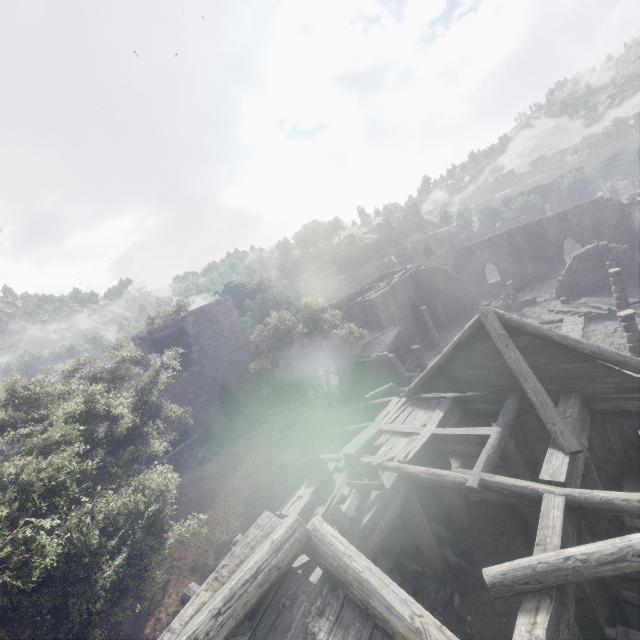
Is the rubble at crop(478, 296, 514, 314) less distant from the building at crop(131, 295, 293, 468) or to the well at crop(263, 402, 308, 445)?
the building at crop(131, 295, 293, 468)

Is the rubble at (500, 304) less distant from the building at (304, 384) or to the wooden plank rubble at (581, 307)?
the building at (304, 384)

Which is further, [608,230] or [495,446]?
[608,230]

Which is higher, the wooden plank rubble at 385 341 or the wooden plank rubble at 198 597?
the wooden plank rubble at 198 597

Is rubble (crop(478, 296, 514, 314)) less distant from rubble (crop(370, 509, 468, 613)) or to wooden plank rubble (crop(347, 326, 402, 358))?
wooden plank rubble (crop(347, 326, 402, 358))

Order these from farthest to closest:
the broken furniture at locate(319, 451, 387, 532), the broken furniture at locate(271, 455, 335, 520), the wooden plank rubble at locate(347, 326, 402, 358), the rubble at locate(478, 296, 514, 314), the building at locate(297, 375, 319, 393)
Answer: the rubble at locate(478, 296, 514, 314)
the building at locate(297, 375, 319, 393)
the wooden plank rubble at locate(347, 326, 402, 358)
the broken furniture at locate(271, 455, 335, 520)
the broken furniture at locate(319, 451, 387, 532)

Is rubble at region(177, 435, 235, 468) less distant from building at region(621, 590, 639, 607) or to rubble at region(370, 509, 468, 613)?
building at region(621, 590, 639, 607)

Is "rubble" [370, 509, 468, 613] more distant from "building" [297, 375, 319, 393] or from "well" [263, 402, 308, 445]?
"well" [263, 402, 308, 445]
